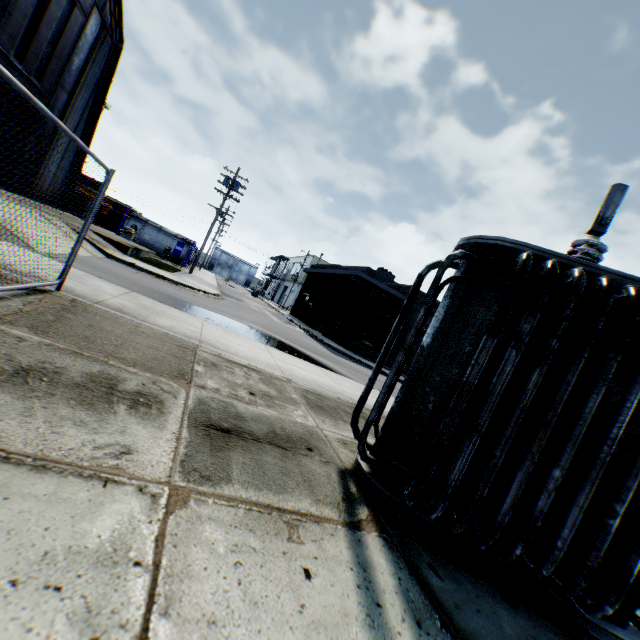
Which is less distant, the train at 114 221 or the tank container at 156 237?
the tank container at 156 237

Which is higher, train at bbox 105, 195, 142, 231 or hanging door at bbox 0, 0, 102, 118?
hanging door at bbox 0, 0, 102, 118

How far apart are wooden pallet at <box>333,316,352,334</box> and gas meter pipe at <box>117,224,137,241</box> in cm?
1938

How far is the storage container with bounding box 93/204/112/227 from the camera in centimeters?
3221cm

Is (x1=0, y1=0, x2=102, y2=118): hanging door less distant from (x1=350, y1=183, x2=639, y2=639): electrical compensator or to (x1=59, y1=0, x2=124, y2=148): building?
(x1=59, y1=0, x2=124, y2=148): building

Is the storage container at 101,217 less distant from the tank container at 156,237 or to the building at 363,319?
the tank container at 156,237

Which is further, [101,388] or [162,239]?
[162,239]

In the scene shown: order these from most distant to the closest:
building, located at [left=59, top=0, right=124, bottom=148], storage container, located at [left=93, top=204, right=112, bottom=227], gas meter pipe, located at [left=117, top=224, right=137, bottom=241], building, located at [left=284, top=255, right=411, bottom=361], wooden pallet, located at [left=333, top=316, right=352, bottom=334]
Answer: storage container, located at [left=93, top=204, right=112, bottom=227] < wooden pallet, located at [left=333, top=316, right=352, bottom=334] < gas meter pipe, located at [left=117, top=224, right=137, bottom=241] < building, located at [left=284, top=255, right=411, bottom=361] < building, located at [left=59, top=0, right=124, bottom=148]
